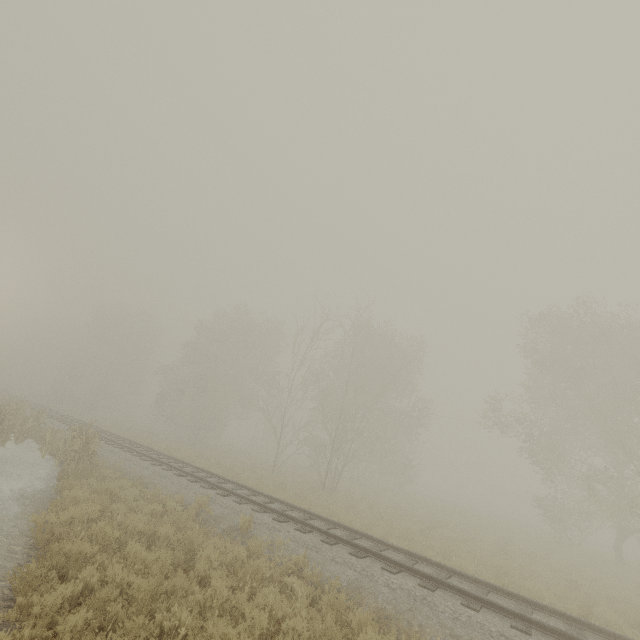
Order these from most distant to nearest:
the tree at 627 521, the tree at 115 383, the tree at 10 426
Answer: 1. the tree at 115 383
2. the tree at 627 521
3. the tree at 10 426

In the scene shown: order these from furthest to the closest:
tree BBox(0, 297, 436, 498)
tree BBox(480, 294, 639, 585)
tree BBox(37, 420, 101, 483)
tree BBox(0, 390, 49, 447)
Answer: tree BBox(0, 297, 436, 498) → tree BBox(480, 294, 639, 585) → tree BBox(0, 390, 49, 447) → tree BBox(37, 420, 101, 483)

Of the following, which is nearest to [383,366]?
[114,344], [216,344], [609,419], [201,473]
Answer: [609,419]

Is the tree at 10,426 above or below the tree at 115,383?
below

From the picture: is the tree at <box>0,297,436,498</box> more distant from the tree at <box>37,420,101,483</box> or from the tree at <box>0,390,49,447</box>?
the tree at <box>37,420,101,483</box>

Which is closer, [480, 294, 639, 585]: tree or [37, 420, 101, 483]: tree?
[37, 420, 101, 483]: tree

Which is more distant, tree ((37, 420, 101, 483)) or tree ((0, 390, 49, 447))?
tree ((0, 390, 49, 447))

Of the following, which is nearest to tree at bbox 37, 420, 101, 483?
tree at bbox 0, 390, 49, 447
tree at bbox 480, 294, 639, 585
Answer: tree at bbox 0, 390, 49, 447
